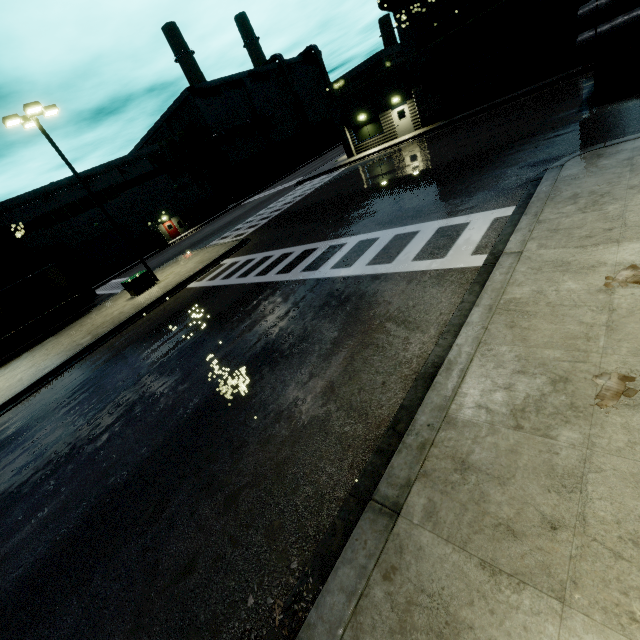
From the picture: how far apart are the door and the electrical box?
23.36m

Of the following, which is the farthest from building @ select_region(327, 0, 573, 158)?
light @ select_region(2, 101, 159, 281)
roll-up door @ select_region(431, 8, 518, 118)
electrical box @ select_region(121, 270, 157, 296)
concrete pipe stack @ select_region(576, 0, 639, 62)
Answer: light @ select_region(2, 101, 159, 281)

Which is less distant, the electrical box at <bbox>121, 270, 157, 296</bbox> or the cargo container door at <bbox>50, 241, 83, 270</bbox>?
the electrical box at <bbox>121, 270, 157, 296</bbox>

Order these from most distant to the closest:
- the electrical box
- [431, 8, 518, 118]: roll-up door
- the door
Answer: the door, [431, 8, 518, 118]: roll-up door, the electrical box

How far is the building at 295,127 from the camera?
39.69m

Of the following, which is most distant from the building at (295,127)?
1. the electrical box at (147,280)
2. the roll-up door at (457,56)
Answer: the electrical box at (147,280)

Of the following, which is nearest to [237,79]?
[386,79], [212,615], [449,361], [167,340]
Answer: [386,79]

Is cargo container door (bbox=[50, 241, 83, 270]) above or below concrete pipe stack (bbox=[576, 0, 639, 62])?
above
